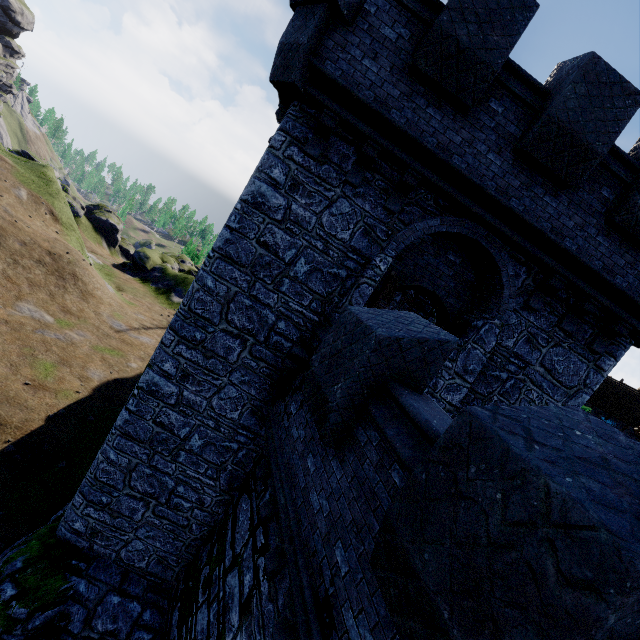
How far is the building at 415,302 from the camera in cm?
1427

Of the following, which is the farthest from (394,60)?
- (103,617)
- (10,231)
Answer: (10,231)

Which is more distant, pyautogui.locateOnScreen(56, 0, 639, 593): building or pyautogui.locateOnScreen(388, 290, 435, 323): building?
pyautogui.locateOnScreen(388, 290, 435, 323): building

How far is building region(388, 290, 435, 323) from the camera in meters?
14.3

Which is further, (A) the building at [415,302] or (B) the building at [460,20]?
(A) the building at [415,302]
